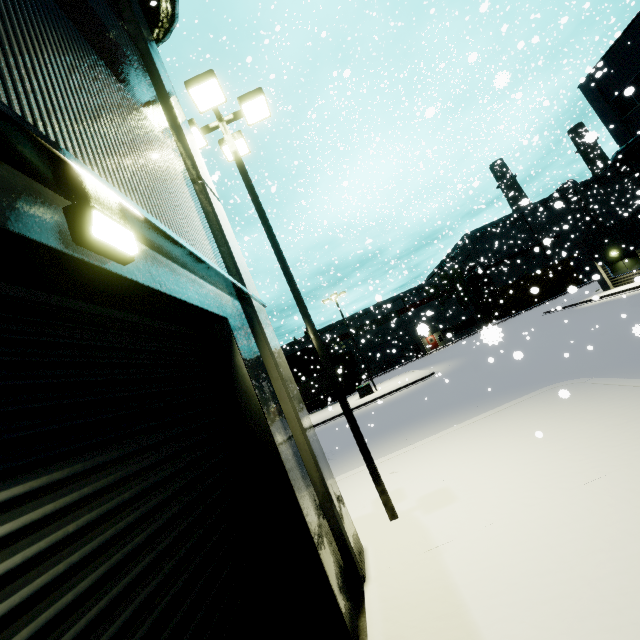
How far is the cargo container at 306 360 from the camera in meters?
43.5 m

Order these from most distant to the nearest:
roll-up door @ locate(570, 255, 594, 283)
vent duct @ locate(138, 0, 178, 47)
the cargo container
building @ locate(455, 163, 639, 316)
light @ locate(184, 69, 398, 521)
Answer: roll-up door @ locate(570, 255, 594, 283) → the cargo container → building @ locate(455, 163, 639, 316) → vent duct @ locate(138, 0, 178, 47) → light @ locate(184, 69, 398, 521)

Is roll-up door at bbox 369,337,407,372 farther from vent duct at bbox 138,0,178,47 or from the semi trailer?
vent duct at bbox 138,0,178,47

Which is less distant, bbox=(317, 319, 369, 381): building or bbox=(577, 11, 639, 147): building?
bbox=(577, 11, 639, 147): building

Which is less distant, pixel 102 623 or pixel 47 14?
pixel 102 623

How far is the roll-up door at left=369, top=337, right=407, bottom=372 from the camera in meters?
53.5 m

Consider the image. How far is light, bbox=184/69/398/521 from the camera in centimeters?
646cm

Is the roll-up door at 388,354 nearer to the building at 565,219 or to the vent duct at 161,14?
the building at 565,219
